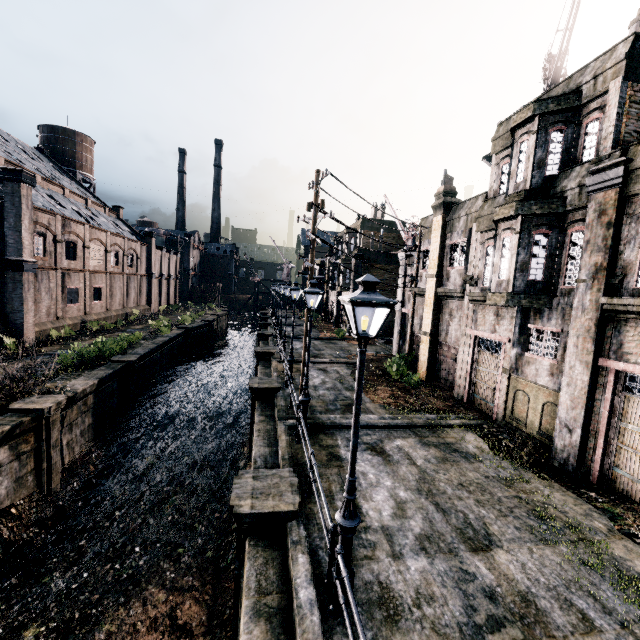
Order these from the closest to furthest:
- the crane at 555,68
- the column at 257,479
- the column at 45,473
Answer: the column at 257,479
the column at 45,473
the crane at 555,68

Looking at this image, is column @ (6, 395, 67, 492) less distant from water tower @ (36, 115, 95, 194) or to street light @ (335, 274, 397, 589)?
street light @ (335, 274, 397, 589)

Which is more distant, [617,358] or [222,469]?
[222,469]

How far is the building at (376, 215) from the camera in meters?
37.9 m

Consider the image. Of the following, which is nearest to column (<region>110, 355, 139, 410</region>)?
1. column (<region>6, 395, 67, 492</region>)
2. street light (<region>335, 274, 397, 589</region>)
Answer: column (<region>6, 395, 67, 492</region>)

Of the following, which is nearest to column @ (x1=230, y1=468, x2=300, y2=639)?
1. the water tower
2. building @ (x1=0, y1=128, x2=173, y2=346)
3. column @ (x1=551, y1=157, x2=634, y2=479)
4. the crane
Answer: column @ (x1=551, y1=157, x2=634, y2=479)

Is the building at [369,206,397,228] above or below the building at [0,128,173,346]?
above

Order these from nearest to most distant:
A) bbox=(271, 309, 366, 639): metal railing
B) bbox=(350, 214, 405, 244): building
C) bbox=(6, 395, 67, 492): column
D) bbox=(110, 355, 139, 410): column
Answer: bbox=(271, 309, 366, 639): metal railing < bbox=(6, 395, 67, 492): column < bbox=(110, 355, 139, 410): column < bbox=(350, 214, 405, 244): building
